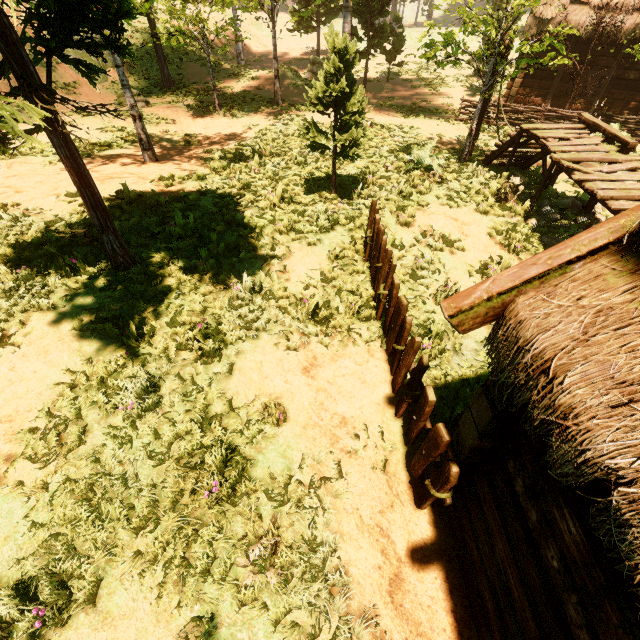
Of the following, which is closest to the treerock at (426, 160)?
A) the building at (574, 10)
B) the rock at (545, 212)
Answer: the building at (574, 10)

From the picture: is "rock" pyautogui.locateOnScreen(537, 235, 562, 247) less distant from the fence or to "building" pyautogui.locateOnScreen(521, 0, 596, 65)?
"building" pyautogui.locateOnScreen(521, 0, 596, 65)

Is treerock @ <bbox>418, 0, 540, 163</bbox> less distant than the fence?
No

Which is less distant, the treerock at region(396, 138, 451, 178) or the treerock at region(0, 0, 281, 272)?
the treerock at region(0, 0, 281, 272)

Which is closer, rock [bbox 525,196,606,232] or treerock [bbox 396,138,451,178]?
rock [bbox 525,196,606,232]

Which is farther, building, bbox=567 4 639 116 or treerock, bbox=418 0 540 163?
building, bbox=567 4 639 116

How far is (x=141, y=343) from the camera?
5.11m

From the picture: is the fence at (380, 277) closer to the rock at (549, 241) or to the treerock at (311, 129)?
the treerock at (311, 129)
